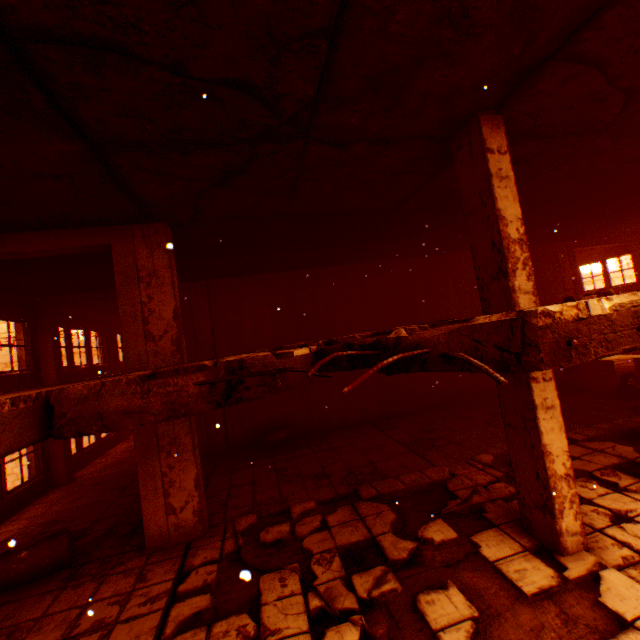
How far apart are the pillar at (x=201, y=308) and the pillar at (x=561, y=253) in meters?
14.4 m

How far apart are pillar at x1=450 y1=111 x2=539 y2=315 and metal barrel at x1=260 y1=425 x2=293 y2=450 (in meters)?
7.31

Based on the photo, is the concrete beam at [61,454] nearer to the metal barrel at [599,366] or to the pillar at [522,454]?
the pillar at [522,454]

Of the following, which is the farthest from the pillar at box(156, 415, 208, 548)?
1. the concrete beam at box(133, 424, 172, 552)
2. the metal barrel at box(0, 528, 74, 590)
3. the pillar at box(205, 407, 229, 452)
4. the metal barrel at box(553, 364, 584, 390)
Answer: the metal barrel at box(553, 364, 584, 390)

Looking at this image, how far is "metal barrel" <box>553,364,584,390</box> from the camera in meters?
11.0 m

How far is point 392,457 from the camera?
7.75m

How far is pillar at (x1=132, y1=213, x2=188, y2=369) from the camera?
5.7 meters

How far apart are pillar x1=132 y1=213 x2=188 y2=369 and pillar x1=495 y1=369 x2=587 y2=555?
5.0 meters
